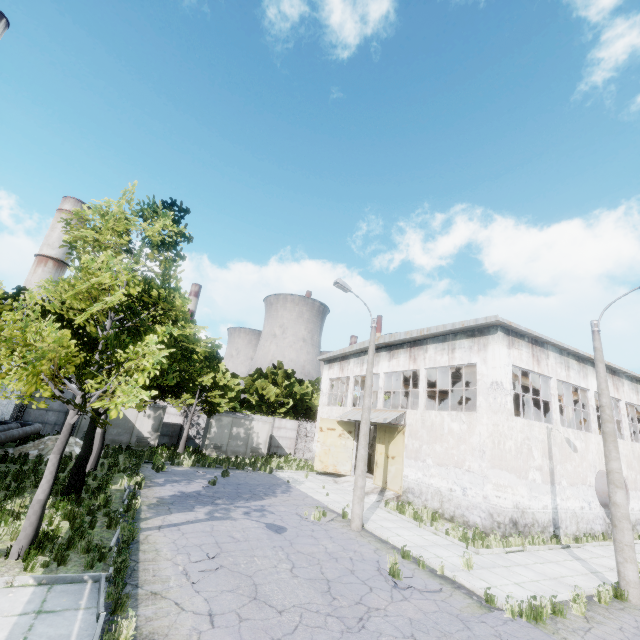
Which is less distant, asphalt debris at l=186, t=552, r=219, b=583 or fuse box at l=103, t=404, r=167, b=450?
asphalt debris at l=186, t=552, r=219, b=583

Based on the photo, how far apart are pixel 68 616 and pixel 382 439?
18.77m

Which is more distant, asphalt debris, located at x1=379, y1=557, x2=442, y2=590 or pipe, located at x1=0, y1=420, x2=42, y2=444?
pipe, located at x1=0, y1=420, x2=42, y2=444

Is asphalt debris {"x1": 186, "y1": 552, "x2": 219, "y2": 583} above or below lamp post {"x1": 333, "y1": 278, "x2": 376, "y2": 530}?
below

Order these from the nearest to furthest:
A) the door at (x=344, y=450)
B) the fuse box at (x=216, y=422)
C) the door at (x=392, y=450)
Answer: the door at (x=392, y=450) → the door at (x=344, y=450) → the fuse box at (x=216, y=422)

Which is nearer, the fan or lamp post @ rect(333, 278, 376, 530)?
lamp post @ rect(333, 278, 376, 530)

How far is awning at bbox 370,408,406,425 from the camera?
20.2m

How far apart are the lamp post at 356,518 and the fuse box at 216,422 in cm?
1671
